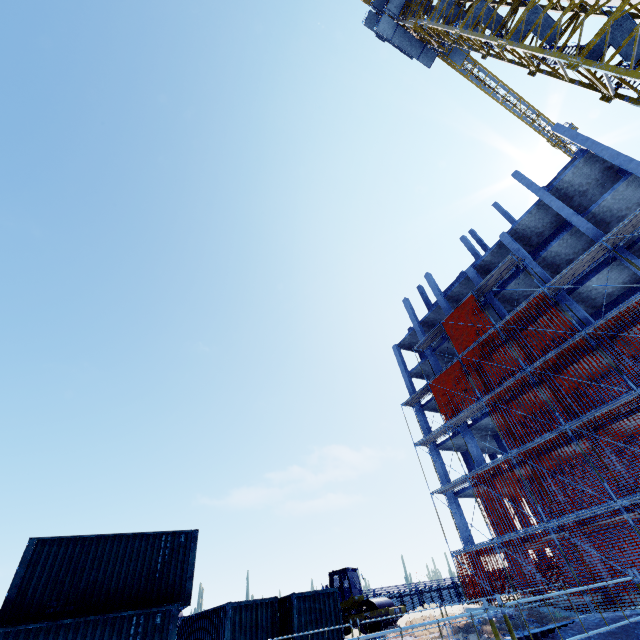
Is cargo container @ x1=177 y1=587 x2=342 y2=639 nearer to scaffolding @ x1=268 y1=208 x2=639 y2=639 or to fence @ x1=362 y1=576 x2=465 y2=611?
scaffolding @ x1=268 y1=208 x2=639 y2=639

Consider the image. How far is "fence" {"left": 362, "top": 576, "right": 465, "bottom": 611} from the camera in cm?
2380

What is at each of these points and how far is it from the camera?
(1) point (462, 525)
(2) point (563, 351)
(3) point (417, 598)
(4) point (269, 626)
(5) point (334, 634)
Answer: (1) concrete column, 25.0m
(2) scaffolding, 20.3m
(3) fence, 24.6m
(4) cargo container, 14.1m
(5) cargo container, 14.5m

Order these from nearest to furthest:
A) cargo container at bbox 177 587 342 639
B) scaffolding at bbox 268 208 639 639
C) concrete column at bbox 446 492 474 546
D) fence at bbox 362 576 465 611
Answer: cargo container at bbox 177 587 342 639
scaffolding at bbox 268 208 639 639
fence at bbox 362 576 465 611
concrete column at bbox 446 492 474 546

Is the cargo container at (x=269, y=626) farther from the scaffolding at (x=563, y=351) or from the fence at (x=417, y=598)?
the fence at (x=417, y=598)

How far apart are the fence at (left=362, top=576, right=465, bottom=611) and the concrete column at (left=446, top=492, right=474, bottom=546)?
4.7 meters

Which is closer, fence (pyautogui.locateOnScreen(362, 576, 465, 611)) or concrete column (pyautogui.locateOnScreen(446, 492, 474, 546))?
fence (pyautogui.locateOnScreen(362, 576, 465, 611))

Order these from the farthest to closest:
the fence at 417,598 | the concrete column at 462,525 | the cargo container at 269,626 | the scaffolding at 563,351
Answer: the concrete column at 462,525, the fence at 417,598, the scaffolding at 563,351, the cargo container at 269,626
